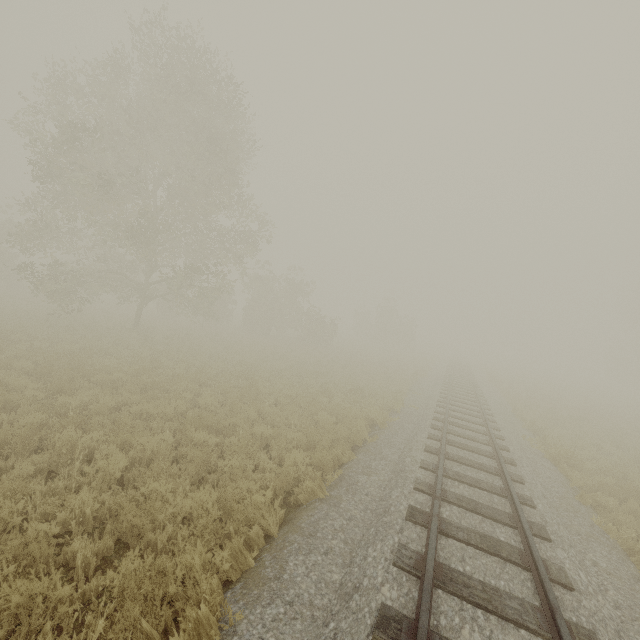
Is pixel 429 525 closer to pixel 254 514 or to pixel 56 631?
pixel 254 514
